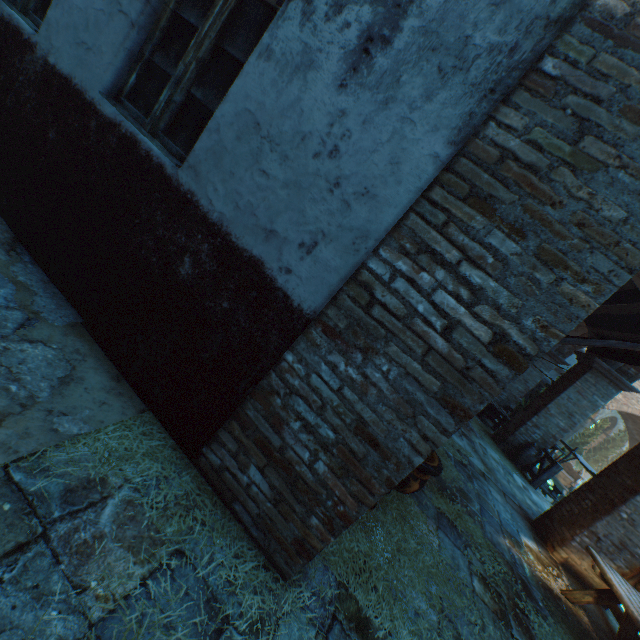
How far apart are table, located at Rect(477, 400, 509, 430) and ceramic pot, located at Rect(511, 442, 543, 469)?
2.3 meters

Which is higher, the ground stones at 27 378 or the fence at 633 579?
the fence at 633 579

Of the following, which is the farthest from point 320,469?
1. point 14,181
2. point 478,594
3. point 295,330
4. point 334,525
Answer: point 14,181

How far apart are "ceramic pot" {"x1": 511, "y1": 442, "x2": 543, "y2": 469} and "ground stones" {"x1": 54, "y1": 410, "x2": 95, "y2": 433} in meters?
11.7

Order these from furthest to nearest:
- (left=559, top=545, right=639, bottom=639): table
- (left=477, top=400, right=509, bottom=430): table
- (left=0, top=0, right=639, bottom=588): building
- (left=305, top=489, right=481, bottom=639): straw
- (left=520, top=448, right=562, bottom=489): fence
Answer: (left=477, top=400, right=509, bottom=430): table → (left=520, top=448, right=562, bottom=489): fence → (left=559, top=545, right=639, bottom=639): table → (left=305, top=489, right=481, bottom=639): straw → (left=0, top=0, right=639, bottom=588): building

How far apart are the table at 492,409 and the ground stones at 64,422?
13.67m

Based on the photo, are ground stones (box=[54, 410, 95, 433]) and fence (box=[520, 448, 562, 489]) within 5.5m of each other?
no

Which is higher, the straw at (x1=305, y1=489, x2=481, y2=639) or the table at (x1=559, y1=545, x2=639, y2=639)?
the table at (x1=559, y1=545, x2=639, y2=639)
